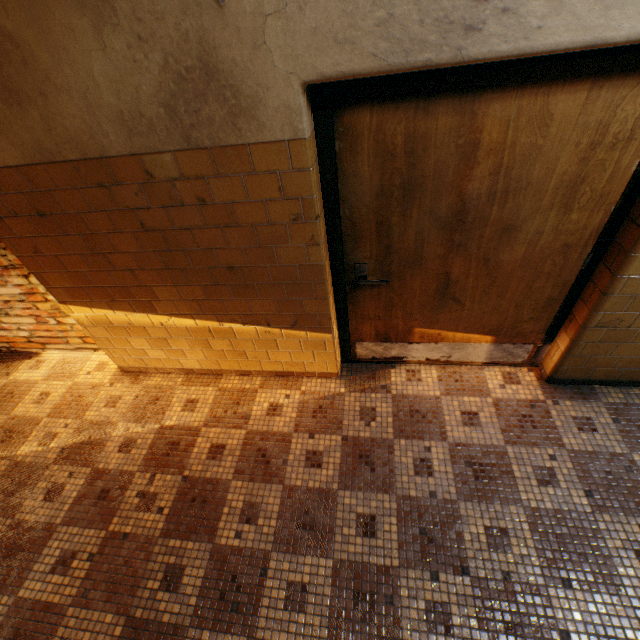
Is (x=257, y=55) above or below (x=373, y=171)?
above
